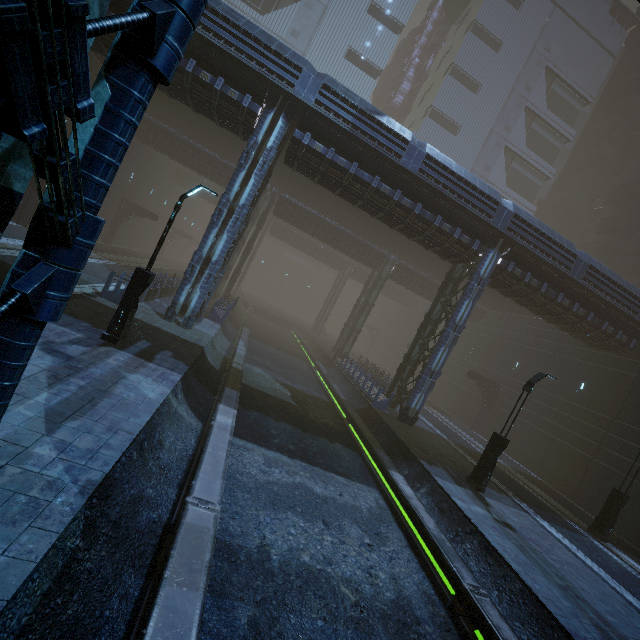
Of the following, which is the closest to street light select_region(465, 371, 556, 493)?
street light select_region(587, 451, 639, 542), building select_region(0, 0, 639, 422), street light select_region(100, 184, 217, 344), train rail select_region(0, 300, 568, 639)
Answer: train rail select_region(0, 300, 568, 639)

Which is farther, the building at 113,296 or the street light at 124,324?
the building at 113,296

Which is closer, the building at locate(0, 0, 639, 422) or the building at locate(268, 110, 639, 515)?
the building at locate(0, 0, 639, 422)

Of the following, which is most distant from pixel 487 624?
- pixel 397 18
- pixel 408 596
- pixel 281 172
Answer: pixel 397 18

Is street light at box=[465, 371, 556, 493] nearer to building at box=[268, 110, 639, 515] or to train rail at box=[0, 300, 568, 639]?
train rail at box=[0, 300, 568, 639]

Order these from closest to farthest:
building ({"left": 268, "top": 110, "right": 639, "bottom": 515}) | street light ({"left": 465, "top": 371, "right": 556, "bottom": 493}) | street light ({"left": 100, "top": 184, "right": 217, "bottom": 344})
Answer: street light ({"left": 100, "top": 184, "right": 217, "bottom": 344}), street light ({"left": 465, "top": 371, "right": 556, "bottom": 493}), building ({"left": 268, "top": 110, "right": 639, "bottom": 515})

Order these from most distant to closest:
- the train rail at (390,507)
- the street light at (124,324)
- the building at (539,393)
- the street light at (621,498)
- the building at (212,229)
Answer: the building at (539,393) < the street light at (621,498) < the street light at (124,324) < the train rail at (390,507) < the building at (212,229)

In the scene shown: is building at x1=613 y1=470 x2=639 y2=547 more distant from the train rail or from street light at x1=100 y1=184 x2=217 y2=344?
street light at x1=100 y1=184 x2=217 y2=344
